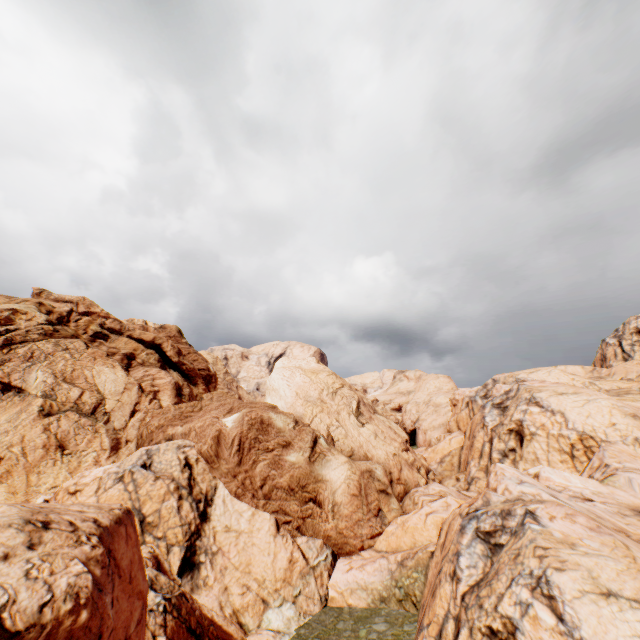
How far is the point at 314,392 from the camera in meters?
38.6 m
